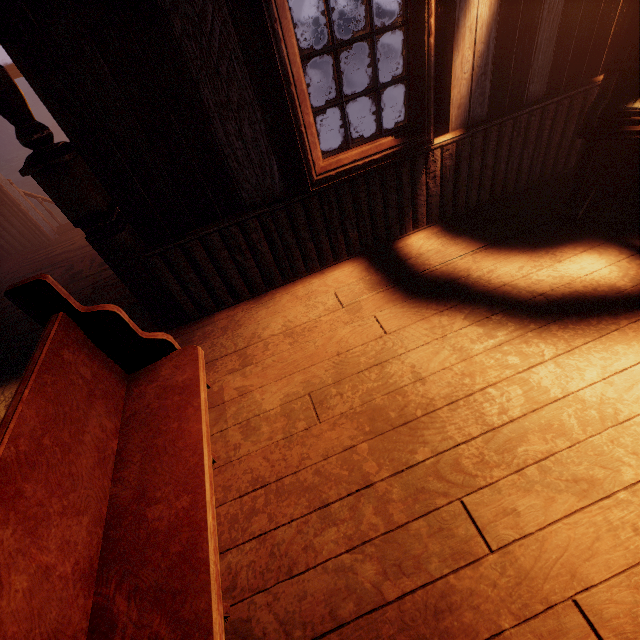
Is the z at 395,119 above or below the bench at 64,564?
below

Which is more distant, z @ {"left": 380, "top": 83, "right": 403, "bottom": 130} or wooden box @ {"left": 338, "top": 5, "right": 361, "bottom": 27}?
wooden box @ {"left": 338, "top": 5, "right": 361, "bottom": 27}

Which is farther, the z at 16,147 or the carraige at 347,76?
the z at 16,147

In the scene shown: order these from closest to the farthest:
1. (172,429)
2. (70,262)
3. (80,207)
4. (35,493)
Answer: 1. (35,493)
2. (172,429)
3. (80,207)
4. (70,262)

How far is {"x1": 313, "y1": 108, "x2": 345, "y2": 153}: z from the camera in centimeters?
872cm

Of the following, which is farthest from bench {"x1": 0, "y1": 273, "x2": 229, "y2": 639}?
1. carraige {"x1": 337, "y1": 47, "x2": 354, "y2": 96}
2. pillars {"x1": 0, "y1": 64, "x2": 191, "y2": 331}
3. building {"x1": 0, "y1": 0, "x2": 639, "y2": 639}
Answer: carraige {"x1": 337, "y1": 47, "x2": 354, "y2": 96}

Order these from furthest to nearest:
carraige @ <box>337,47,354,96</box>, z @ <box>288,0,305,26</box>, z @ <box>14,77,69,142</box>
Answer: z @ <box>288,0,305,26</box>, z @ <box>14,77,69,142</box>, carraige @ <box>337,47,354,96</box>

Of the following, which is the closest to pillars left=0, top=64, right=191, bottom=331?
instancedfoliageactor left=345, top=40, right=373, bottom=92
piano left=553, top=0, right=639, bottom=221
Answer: piano left=553, top=0, right=639, bottom=221
